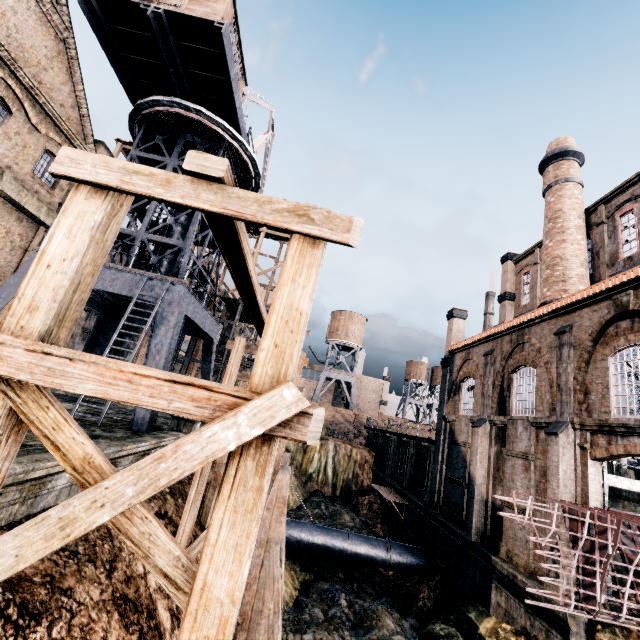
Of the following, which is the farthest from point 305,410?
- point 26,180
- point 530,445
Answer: point 26,180

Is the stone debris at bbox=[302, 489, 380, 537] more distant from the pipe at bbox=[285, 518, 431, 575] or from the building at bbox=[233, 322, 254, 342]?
the building at bbox=[233, 322, 254, 342]

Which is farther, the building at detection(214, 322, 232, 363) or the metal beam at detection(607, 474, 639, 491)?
the building at detection(214, 322, 232, 363)

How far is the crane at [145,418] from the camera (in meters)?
12.65

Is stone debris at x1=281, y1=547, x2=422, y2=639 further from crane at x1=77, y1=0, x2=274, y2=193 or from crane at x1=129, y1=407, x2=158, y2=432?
crane at x1=77, y1=0, x2=274, y2=193

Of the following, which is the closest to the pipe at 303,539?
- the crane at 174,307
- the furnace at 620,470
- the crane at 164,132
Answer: the crane at 174,307

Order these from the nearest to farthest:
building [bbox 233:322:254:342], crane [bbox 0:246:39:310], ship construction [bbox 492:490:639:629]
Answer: ship construction [bbox 492:490:639:629] < crane [bbox 0:246:39:310] < building [bbox 233:322:254:342]

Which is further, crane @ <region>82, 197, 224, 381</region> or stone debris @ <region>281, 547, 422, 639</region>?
stone debris @ <region>281, 547, 422, 639</region>
